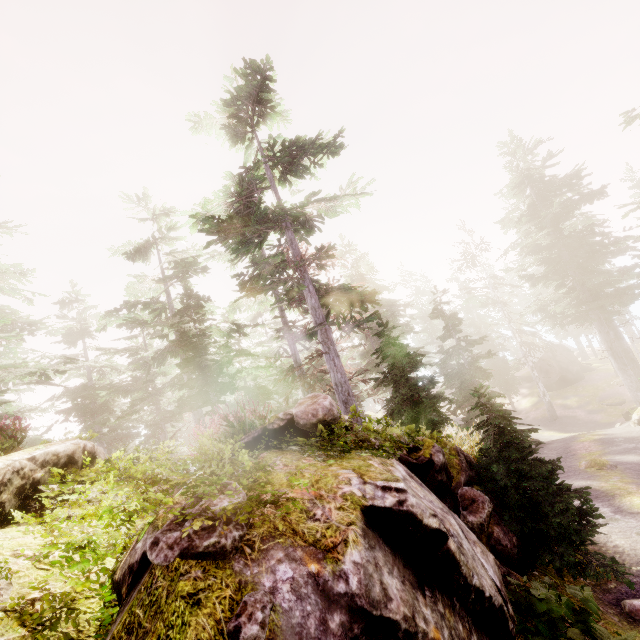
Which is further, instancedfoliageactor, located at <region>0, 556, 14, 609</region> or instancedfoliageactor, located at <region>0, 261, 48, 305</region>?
instancedfoliageactor, located at <region>0, 261, 48, 305</region>

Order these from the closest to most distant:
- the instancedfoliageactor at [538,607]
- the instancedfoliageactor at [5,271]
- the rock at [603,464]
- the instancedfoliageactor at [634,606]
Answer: the instancedfoliageactor at [538,607] → the instancedfoliageactor at [634,606] → the rock at [603,464] → the instancedfoliageactor at [5,271]

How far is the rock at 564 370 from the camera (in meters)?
37.66

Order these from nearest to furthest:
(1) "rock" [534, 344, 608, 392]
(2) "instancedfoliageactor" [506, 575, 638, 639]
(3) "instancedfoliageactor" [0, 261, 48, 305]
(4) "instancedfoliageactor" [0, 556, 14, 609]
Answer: (4) "instancedfoliageactor" [0, 556, 14, 609]
(2) "instancedfoliageactor" [506, 575, 638, 639]
(3) "instancedfoliageactor" [0, 261, 48, 305]
(1) "rock" [534, 344, 608, 392]

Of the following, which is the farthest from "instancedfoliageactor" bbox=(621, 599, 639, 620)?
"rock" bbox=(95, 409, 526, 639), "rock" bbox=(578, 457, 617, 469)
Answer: "rock" bbox=(578, 457, 617, 469)

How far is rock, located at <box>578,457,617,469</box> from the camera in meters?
13.1 m

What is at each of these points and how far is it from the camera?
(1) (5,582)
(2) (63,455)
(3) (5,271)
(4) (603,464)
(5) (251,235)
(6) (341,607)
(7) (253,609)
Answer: (1) instancedfoliageactor, 2.5 meters
(2) rock, 4.9 meters
(3) instancedfoliageactor, 20.9 meters
(4) rock, 13.3 meters
(5) instancedfoliageactor, 14.4 meters
(6) rock, 2.1 meters
(7) instancedfoliageactor, 1.9 meters
